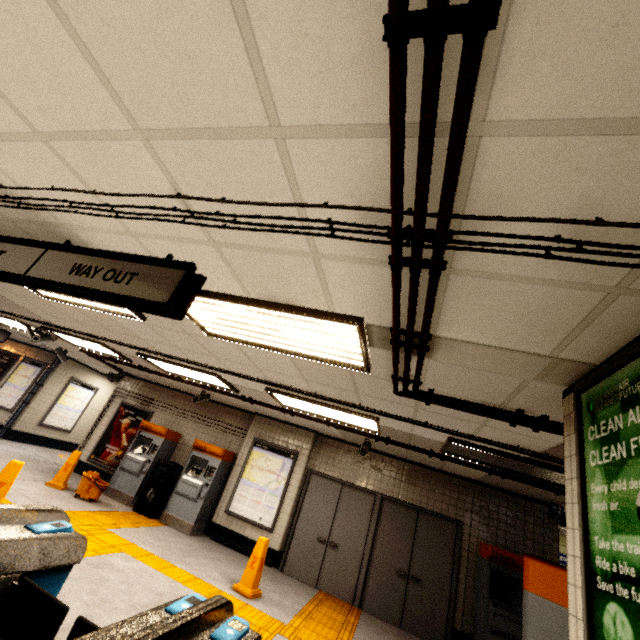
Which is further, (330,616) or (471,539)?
(471,539)

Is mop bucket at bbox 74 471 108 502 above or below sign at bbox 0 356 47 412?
below

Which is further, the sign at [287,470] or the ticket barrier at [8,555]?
the sign at [287,470]

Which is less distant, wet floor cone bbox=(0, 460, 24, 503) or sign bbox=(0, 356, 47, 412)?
wet floor cone bbox=(0, 460, 24, 503)

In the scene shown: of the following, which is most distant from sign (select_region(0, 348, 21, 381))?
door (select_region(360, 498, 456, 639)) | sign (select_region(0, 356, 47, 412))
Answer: door (select_region(360, 498, 456, 639))

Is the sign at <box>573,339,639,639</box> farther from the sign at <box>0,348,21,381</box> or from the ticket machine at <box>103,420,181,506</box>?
the sign at <box>0,348,21,381</box>

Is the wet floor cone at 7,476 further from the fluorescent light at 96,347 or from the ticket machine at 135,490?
the ticket machine at 135,490

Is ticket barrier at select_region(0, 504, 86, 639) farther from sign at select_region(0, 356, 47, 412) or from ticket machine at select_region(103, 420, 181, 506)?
sign at select_region(0, 356, 47, 412)
